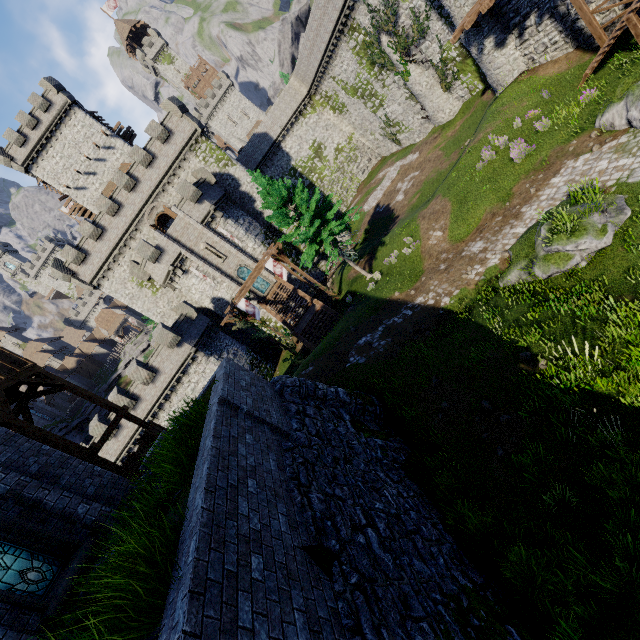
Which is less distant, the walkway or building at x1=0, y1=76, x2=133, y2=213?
the walkway

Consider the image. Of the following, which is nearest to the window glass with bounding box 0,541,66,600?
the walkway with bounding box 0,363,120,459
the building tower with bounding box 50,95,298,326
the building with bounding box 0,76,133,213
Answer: the walkway with bounding box 0,363,120,459

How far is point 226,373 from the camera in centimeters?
930cm

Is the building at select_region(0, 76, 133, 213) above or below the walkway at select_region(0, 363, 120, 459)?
above

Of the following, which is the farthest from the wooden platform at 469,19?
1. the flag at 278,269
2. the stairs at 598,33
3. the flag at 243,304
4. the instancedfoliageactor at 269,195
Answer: the flag at 243,304

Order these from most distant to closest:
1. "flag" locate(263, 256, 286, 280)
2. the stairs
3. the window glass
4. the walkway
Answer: "flag" locate(263, 256, 286, 280), the stairs, the walkway, the window glass

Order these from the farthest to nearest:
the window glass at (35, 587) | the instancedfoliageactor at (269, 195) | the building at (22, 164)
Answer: the building at (22, 164), the instancedfoliageactor at (269, 195), the window glass at (35, 587)

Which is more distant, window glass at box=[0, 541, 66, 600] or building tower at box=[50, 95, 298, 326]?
building tower at box=[50, 95, 298, 326]
